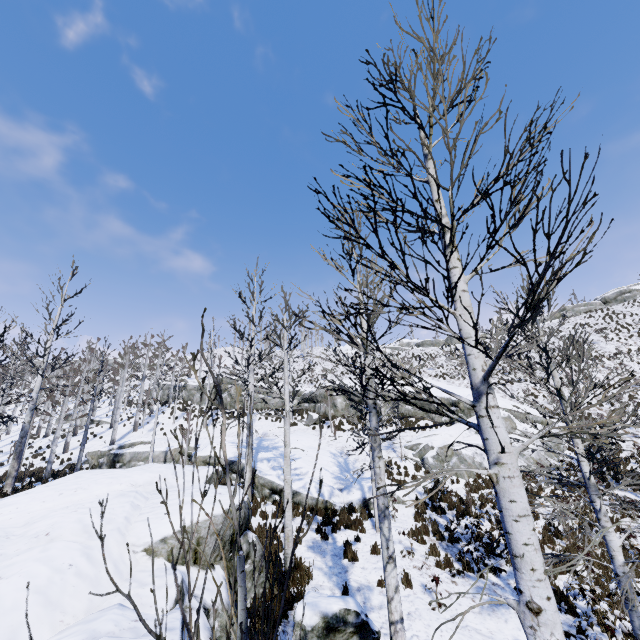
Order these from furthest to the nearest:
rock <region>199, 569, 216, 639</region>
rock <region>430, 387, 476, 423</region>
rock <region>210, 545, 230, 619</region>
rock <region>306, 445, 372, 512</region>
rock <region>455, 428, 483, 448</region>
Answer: rock <region>430, 387, 476, 423</region> → rock <region>455, 428, 483, 448</region> → rock <region>306, 445, 372, 512</region> → rock <region>210, 545, 230, 619</region> → rock <region>199, 569, 216, 639</region>

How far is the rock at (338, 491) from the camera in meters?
13.7 m

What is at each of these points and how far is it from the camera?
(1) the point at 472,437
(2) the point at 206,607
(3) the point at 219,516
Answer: (1) rock, 19.7 meters
(2) rock, 5.8 meters
(3) rock, 7.1 meters

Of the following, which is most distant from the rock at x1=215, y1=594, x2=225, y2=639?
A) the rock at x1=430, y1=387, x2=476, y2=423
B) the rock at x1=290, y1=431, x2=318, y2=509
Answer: the rock at x1=430, y1=387, x2=476, y2=423

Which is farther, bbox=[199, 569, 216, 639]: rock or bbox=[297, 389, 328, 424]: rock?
bbox=[297, 389, 328, 424]: rock

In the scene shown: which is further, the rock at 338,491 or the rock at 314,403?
the rock at 314,403

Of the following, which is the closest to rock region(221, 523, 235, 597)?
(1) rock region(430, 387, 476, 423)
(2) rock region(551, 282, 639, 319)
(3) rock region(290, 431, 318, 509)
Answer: (3) rock region(290, 431, 318, 509)
